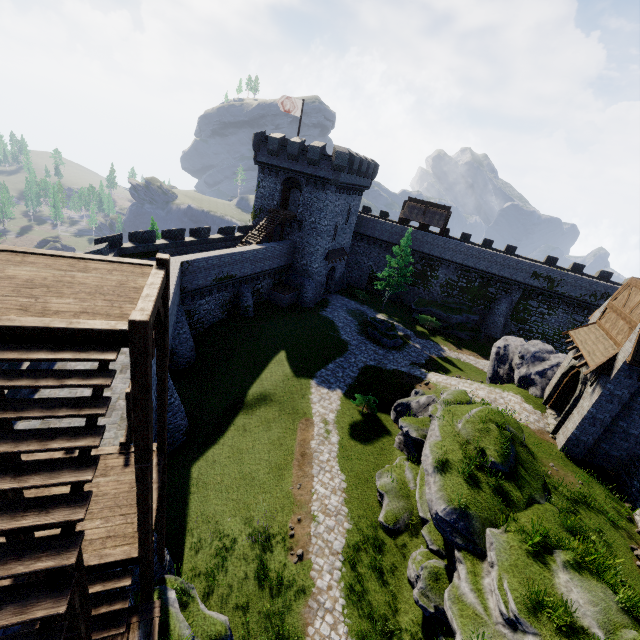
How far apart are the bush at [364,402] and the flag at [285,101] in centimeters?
2786cm

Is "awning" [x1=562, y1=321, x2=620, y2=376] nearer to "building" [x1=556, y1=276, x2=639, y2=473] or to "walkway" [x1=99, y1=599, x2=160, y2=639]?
"building" [x1=556, y1=276, x2=639, y2=473]

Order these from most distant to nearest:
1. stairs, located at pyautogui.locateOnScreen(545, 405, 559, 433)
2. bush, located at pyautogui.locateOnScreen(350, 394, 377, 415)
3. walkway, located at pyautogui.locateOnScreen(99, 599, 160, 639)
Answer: bush, located at pyautogui.locateOnScreen(350, 394, 377, 415) → stairs, located at pyautogui.locateOnScreen(545, 405, 559, 433) → walkway, located at pyautogui.locateOnScreen(99, 599, 160, 639)

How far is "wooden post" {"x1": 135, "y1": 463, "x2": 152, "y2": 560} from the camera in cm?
594

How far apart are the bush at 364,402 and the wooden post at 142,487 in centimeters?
1624cm

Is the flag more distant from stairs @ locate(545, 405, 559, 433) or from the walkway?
the walkway

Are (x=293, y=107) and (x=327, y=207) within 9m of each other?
no

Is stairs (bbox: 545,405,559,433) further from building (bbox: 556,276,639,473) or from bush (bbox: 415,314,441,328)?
bush (bbox: 415,314,441,328)
